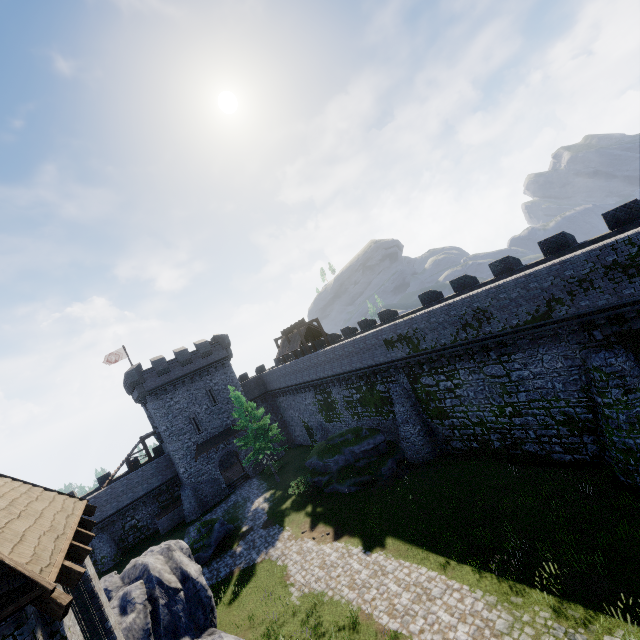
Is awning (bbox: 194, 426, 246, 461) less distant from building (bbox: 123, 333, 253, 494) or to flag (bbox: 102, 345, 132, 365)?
building (bbox: 123, 333, 253, 494)

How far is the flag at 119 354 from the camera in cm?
3934

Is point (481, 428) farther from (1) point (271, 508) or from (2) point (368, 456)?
(1) point (271, 508)

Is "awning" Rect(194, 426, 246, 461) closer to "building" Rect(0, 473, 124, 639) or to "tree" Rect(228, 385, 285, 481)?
"tree" Rect(228, 385, 285, 481)

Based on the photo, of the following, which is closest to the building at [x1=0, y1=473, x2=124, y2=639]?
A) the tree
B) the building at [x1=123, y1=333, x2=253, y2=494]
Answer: the tree

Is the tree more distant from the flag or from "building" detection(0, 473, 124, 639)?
"building" detection(0, 473, 124, 639)

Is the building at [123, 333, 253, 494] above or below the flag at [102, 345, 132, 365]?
below

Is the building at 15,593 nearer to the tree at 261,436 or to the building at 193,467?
the tree at 261,436
